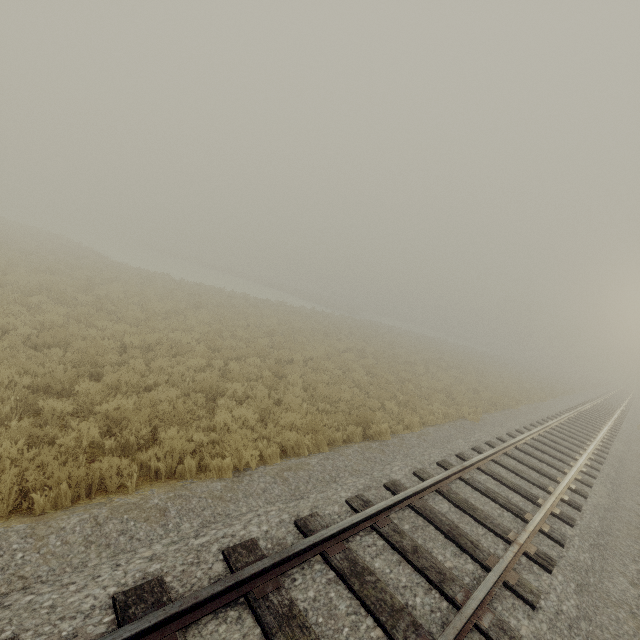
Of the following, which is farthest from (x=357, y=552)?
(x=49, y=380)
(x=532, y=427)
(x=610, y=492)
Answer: (x=532, y=427)
